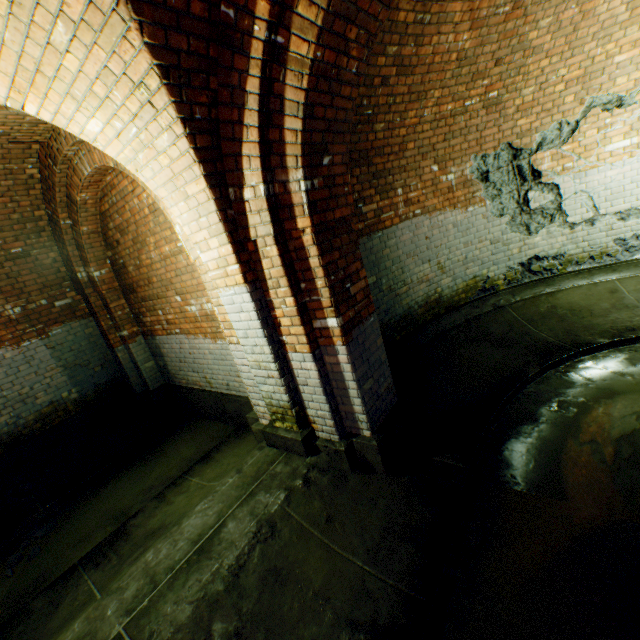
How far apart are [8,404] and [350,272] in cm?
616
